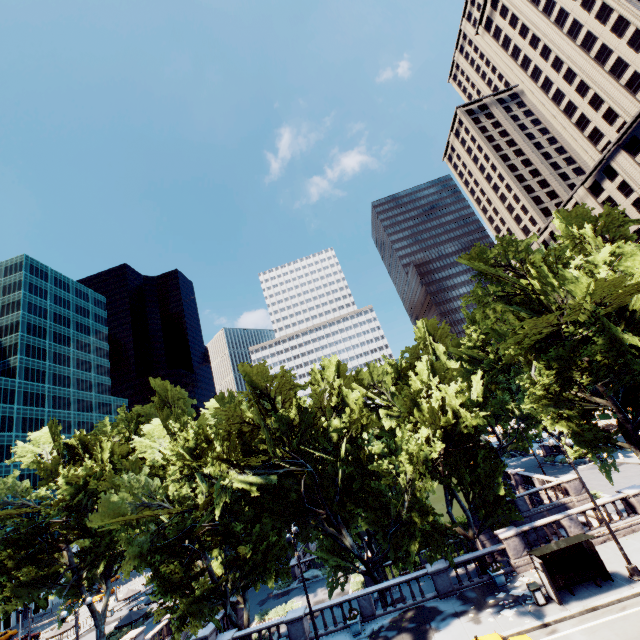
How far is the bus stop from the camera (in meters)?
17.34

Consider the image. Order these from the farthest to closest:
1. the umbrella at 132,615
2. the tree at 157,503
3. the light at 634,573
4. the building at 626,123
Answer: the building at 626,123
the umbrella at 132,615
the tree at 157,503
the light at 634,573

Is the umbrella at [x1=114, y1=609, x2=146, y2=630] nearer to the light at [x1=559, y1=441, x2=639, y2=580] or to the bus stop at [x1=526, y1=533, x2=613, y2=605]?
the bus stop at [x1=526, y1=533, x2=613, y2=605]

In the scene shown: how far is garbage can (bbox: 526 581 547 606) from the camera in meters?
17.4

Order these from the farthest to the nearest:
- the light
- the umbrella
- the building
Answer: the building → the umbrella → the light

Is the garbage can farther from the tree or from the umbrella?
the umbrella

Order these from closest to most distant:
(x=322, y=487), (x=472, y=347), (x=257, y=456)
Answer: (x=322, y=487)
(x=257, y=456)
(x=472, y=347)

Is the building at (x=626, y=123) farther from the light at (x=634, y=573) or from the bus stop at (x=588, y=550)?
the bus stop at (x=588, y=550)
